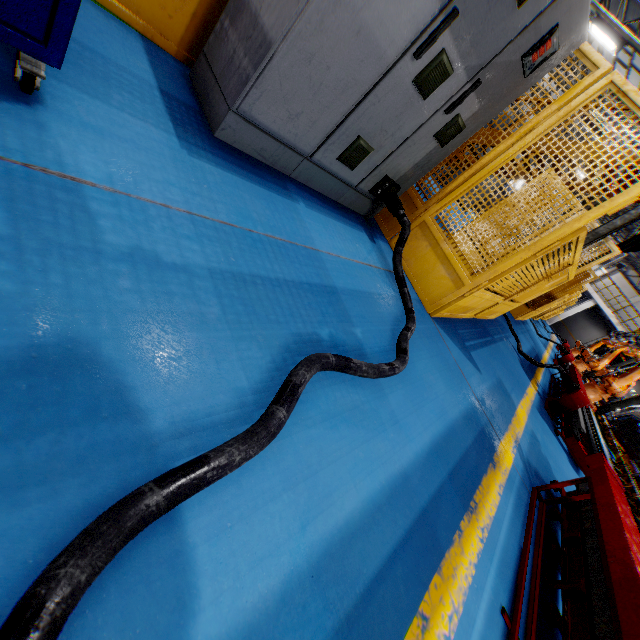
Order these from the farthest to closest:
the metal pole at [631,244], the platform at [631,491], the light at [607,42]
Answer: the light at [607,42] → the metal pole at [631,244] → the platform at [631,491]

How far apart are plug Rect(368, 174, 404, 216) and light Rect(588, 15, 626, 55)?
16.82m

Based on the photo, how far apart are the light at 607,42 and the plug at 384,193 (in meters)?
16.82

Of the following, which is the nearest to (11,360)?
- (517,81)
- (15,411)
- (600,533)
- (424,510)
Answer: (15,411)

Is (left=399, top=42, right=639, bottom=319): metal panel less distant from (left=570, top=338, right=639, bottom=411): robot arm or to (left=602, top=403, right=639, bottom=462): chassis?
(left=570, top=338, right=639, bottom=411): robot arm

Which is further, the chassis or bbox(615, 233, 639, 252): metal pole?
the chassis

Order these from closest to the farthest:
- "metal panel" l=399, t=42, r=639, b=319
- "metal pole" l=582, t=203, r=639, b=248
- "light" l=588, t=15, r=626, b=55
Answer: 1. "metal panel" l=399, t=42, r=639, b=319
2. "metal pole" l=582, t=203, r=639, b=248
3. "light" l=588, t=15, r=626, b=55

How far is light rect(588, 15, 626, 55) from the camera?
12.5 meters
